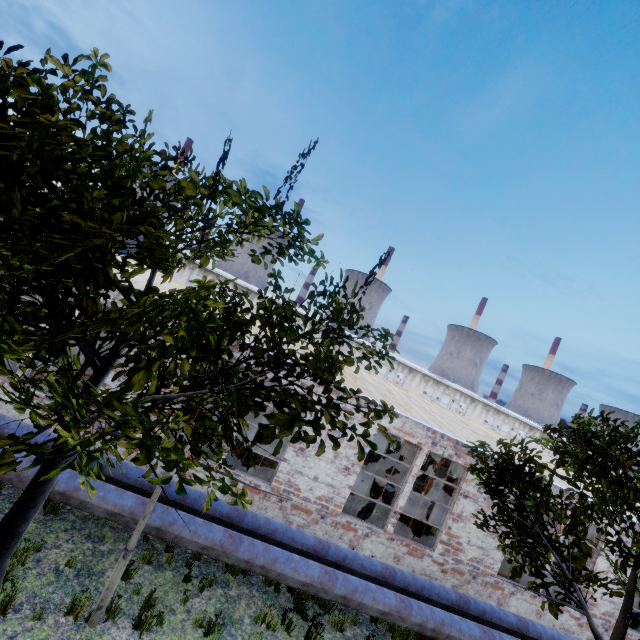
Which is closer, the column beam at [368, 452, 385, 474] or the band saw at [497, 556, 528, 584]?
the band saw at [497, 556, 528, 584]

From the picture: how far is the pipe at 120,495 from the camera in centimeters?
650cm

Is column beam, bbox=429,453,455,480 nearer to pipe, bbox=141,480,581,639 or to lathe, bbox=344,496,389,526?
lathe, bbox=344,496,389,526

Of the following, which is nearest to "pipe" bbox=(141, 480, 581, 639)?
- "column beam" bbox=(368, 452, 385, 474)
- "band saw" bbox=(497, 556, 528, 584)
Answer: "band saw" bbox=(497, 556, 528, 584)

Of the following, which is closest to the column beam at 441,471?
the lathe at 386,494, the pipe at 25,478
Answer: the lathe at 386,494

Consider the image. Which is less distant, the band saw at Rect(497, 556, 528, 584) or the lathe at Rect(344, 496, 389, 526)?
the lathe at Rect(344, 496, 389, 526)

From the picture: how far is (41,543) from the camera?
6.39m
